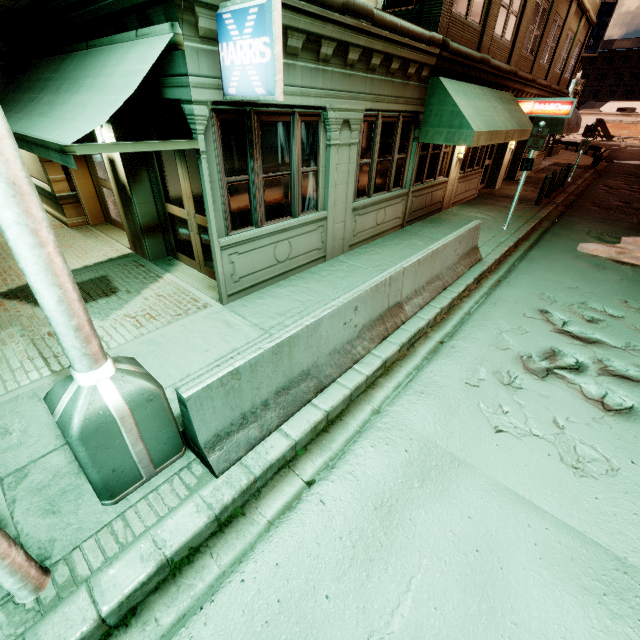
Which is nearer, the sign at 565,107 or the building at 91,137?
the building at 91,137

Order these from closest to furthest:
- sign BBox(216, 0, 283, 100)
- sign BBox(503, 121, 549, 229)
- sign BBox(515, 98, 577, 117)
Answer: sign BBox(216, 0, 283, 100) < sign BBox(503, 121, 549, 229) < sign BBox(515, 98, 577, 117)

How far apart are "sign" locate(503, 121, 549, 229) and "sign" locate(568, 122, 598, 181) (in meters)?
13.77

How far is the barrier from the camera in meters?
3.2

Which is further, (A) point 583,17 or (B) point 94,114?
(A) point 583,17

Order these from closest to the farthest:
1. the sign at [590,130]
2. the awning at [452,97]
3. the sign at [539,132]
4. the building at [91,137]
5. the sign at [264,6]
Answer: the sign at [264,6], the building at [91,137], the awning at [452,97], the sign at [539,132], the sign at [590,130]

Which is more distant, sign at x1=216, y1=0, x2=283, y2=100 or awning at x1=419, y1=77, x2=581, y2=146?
awning at x1=419, y1=77, x2=581, y2=146

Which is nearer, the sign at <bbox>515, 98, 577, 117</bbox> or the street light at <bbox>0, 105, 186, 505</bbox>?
the street light at <bbox>0, 105, 186, 505</bbox>
